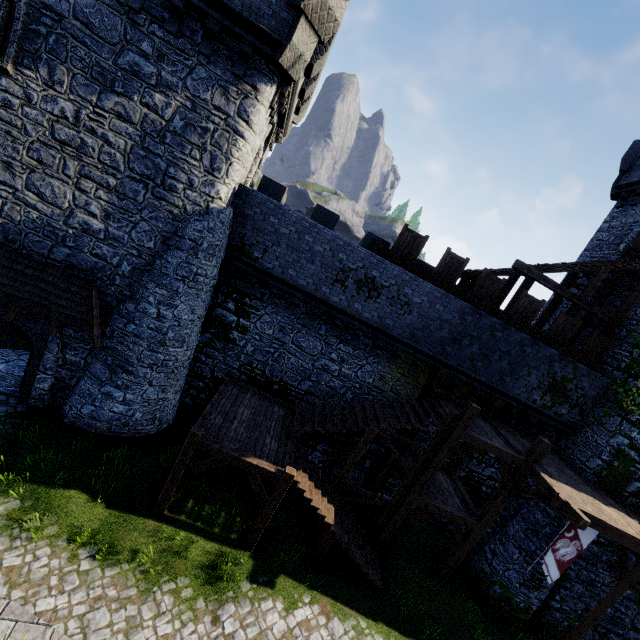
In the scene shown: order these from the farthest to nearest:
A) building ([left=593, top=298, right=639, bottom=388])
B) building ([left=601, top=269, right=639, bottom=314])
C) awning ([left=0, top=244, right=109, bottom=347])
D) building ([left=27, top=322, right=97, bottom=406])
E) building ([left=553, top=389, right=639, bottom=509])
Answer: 1. building ([left=601, top=269, right=639, bottom=314])
2. building ([left=593, top=298, right=639, bottom=388])
3. building ([left=553, top=389, right=639, bottom=509])
4. building ([left=27, top=322, right=97, bottom=406])
5. awning ([left=0, top=244, right=109, bottom=347])

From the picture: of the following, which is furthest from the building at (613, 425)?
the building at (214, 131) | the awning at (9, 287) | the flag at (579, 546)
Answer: the awning at (9, 287)

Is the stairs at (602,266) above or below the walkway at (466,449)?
above

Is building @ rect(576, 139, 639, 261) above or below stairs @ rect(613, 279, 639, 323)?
above

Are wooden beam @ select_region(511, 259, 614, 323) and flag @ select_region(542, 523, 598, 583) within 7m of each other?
no

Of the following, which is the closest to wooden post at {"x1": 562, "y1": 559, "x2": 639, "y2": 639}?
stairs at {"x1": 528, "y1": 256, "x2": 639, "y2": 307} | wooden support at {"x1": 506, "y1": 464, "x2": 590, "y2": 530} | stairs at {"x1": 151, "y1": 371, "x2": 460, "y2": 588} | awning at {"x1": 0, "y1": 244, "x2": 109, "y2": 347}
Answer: wooden support at {"x1": 506, "y1": 464, "x2": 590, "y2": 530}

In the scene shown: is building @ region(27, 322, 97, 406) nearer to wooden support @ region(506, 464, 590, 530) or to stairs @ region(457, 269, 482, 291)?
stairs @ region(457, 269, 482, 291)

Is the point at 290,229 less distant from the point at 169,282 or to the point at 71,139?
the point at 169,282
